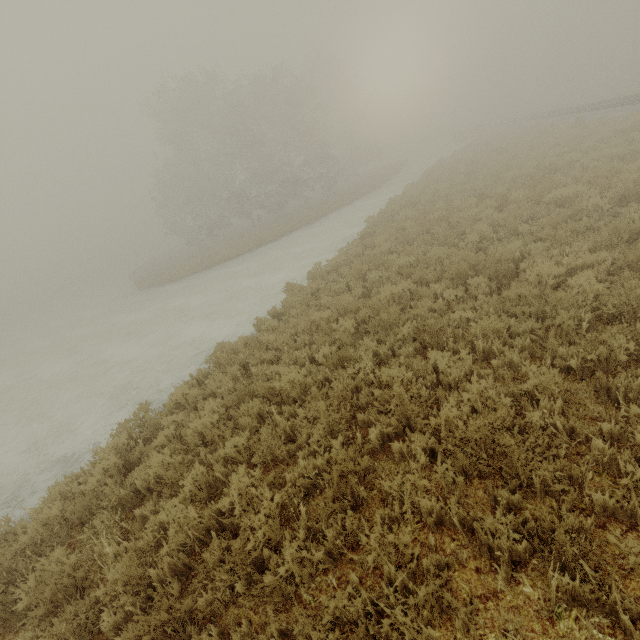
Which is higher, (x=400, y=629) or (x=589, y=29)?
(x=589, y=29)
